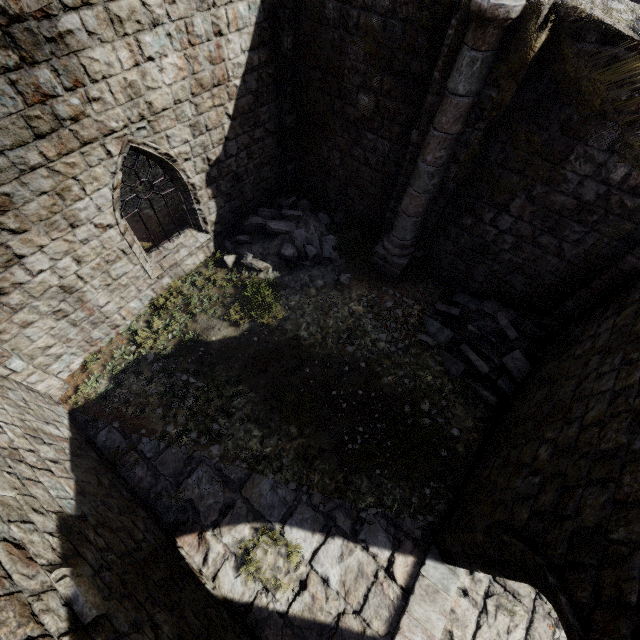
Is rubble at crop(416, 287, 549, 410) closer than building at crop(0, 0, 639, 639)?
No

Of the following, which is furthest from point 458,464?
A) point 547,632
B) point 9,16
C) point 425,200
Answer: point 9,16

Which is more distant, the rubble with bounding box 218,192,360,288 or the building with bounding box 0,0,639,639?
the rubble with bounding box 218,192,360,288

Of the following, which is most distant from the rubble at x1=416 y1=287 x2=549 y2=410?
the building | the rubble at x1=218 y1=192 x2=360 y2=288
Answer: the rubble at x1=218 y1=192 x2=360 y2=288

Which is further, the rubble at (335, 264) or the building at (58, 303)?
the rubble at (335, 264)

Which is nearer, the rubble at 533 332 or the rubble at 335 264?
A: the rubble at 533 332

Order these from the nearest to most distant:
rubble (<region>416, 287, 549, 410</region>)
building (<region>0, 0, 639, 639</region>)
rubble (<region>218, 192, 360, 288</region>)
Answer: building (<region>0, 0, 639, 639</region>) < rubble (<region>416, 287, 549, 410</region>) < rubble (<region>218, 192, 360, 288</region>)

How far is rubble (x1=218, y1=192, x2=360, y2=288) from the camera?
9.4m
